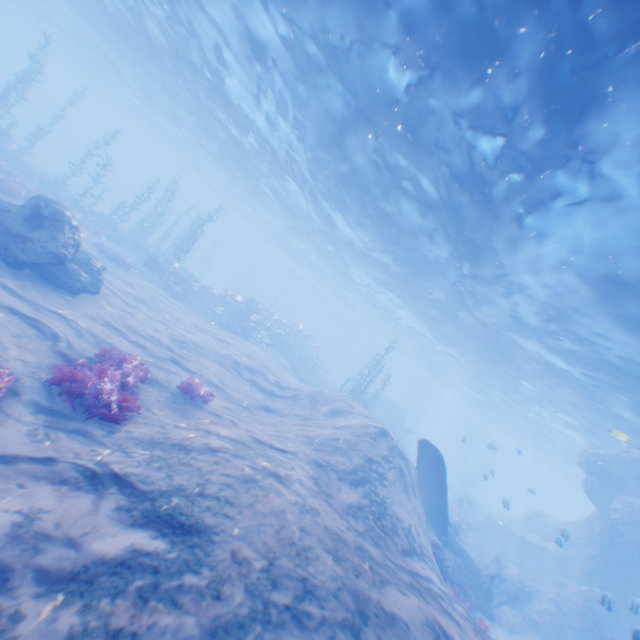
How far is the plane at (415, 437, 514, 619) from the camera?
14.0m

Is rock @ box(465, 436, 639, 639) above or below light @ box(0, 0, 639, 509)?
below

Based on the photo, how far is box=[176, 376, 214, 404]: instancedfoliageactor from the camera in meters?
9.7 m

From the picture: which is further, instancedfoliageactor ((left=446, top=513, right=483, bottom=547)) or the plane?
instancedfoliageactor ((left=446, top=513, right=483, bottom=547))

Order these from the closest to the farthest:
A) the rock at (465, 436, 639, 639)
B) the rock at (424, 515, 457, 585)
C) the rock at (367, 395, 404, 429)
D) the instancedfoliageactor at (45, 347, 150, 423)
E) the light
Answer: the instancedfoliageactor at (45, 347, 150, 423)
the light
the rock at (424, 515, 457, 585)
the rock at (465, 436, 639, 639)
the rock at (367, 395, 404, 429)

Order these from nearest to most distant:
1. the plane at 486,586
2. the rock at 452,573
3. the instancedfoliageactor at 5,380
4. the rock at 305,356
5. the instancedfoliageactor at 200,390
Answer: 1. the instancedfoliageactor at 5,380
2. the instancedfoliageactor at 200,390
3. the rock at 452,573
4. the plane at 486,586
5. the rock at 305,356

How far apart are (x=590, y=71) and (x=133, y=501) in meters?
12.2

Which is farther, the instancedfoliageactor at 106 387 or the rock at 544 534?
the rock at 544 534
